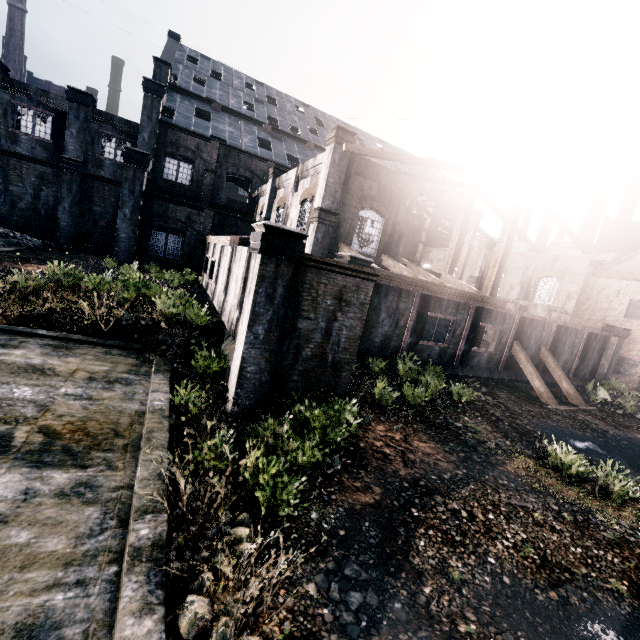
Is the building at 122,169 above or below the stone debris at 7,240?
above

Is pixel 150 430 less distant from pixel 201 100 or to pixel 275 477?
pixel 275 477

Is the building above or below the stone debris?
above

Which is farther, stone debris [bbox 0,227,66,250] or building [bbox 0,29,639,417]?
stone debris [bbox 0,227,66,250]

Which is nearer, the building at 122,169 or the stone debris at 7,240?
the building at 122,169
